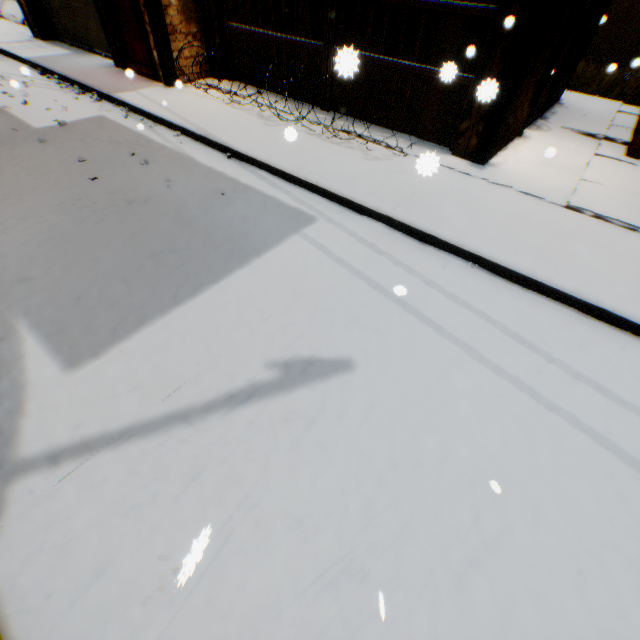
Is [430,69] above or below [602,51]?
above

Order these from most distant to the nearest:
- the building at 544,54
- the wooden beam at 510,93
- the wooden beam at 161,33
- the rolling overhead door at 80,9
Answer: the rolling overhead door at 80,9 < the wooden beam at 161,33 < the building at 544,54 < the wooden beam at 510,93

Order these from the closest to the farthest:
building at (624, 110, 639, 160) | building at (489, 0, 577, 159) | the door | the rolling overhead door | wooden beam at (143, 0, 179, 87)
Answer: building at (489, 0, 577, 159), building at (624, 110, 639, 160), wooden beam at (143, 0, 179, 87), the door, the rolling overhead door

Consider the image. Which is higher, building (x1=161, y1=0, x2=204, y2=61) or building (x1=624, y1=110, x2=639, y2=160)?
building (x1=161, y1=0, x2=204, y2=61)

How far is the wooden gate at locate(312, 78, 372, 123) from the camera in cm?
621

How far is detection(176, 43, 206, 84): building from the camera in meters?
7.3

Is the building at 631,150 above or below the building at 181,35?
below
